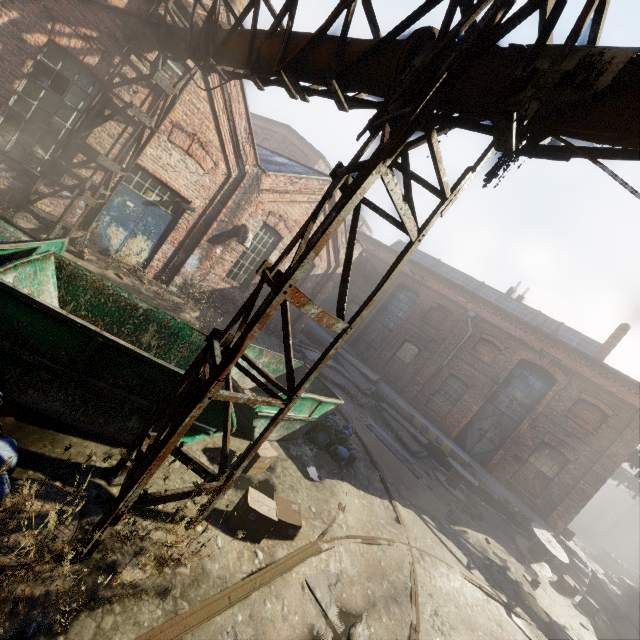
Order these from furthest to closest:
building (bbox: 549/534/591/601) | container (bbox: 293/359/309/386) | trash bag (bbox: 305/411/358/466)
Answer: building (bbox: 549/534/591/601)
container (bbox: 293/359/309/386)
trash bag (bbox: 305/411/358/466)

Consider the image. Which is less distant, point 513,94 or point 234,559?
point 513,94

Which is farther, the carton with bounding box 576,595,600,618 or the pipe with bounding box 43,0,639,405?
the carton with bounding box 576,595,600,618

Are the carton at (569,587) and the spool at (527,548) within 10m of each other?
yes

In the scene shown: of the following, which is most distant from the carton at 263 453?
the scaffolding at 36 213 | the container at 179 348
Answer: the scaffolding at 36 213

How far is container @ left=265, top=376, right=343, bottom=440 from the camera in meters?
7.2 m

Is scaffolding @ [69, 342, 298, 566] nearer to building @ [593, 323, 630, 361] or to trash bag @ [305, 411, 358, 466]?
trash bag @ [305, 411, 358, 466]

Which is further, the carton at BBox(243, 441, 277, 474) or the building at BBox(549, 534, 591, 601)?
the building at BBox(549, 534, 591, 601)
